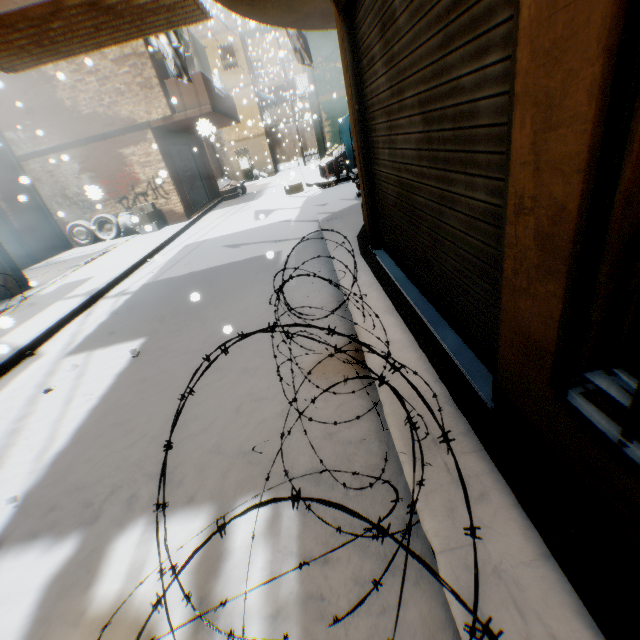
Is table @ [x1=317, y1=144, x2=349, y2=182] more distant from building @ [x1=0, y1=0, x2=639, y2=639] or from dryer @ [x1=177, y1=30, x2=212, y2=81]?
dryer @ [x1=177, y1=30, x2=212, y2=81]

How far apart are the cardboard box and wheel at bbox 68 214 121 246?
0.4m

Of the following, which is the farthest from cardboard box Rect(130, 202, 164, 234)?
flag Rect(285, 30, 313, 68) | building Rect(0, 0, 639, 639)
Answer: flag Rect(285, 30, 313, 68)

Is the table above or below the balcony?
below

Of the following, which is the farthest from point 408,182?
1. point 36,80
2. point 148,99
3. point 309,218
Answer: point 36,80

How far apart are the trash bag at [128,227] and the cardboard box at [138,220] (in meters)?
0.11

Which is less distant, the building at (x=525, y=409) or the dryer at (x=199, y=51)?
the building at (x=525, y=409)

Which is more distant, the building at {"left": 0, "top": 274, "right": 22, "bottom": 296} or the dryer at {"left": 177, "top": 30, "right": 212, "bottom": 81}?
the dryer at {"left": 177, "top": 30, "right": 212, "bottom": 81}
